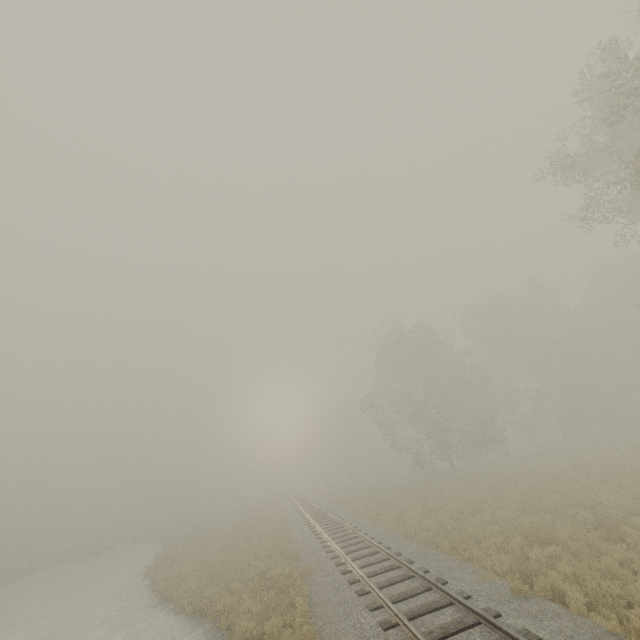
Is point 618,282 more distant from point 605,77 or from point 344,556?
point 344,556
